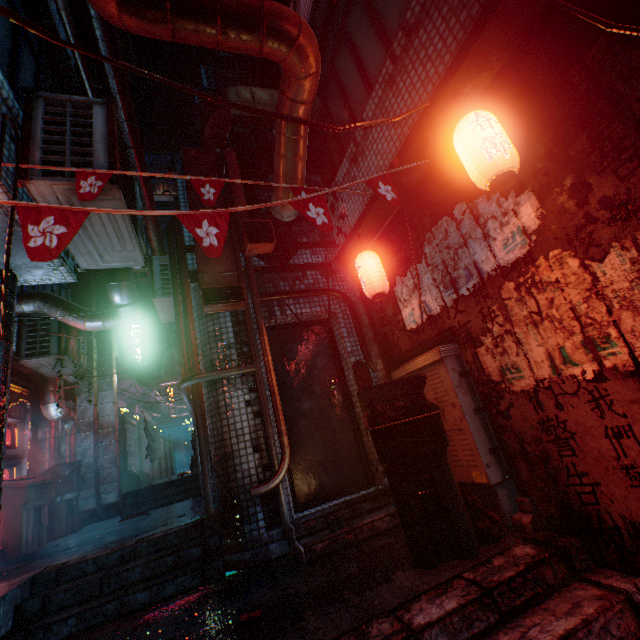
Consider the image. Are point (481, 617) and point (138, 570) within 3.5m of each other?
yes

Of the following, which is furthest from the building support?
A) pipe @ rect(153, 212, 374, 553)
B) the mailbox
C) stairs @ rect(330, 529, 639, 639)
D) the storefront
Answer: stairs @ rect(330, 529, 639, 639)

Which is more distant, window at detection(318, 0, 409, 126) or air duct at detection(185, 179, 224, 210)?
air duct at detection(185, 179, 224, 210)

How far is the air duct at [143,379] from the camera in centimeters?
1058cm

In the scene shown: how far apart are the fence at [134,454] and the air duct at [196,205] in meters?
6.1

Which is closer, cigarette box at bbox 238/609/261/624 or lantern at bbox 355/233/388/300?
cigarette box at bbox 238/609/261/624

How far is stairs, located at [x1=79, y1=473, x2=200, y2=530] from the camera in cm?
597

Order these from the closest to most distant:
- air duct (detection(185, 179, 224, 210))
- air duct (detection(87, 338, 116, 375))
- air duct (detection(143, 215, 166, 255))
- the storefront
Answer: air duct (detection(185, 179, 224, 210)) < the storefront < air duct (detection(143, 215, 166, 255)) < air duct (detection(87, 338, 116, 375))
